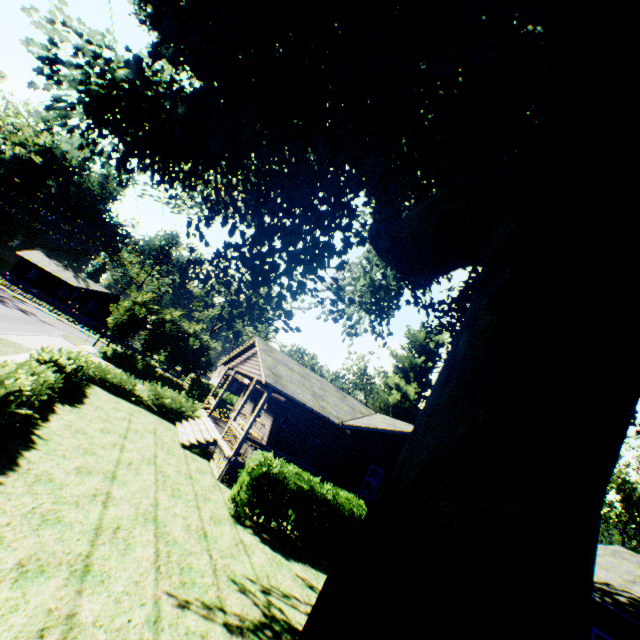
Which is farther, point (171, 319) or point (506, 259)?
point (171, 319)

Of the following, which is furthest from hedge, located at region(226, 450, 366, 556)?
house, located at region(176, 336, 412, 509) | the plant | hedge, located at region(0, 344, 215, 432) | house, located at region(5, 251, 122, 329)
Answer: house, located at region(5, 251, 122, 329)

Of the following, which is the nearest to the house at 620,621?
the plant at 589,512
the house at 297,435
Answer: the plant at 589,512

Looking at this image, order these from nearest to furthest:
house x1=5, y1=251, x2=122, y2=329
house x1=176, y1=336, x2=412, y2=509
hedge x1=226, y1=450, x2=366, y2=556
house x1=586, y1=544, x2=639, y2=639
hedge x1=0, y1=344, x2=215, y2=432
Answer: hedge x1=0, y1=344, x2=215, y2=432
house x1=586, y1=544, x2=639, y2=639
hedge x1=226, y1=450, x2=366, y2=556
house x1=176, y1=336, x2=412, y2=509
house x1=5, y1=251, x2=122, y2=329

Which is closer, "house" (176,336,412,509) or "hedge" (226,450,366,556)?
"hedge" (226,450,366,556)

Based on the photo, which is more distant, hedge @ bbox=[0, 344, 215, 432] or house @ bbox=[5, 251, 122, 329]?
house @ bbox=[5, 251, 122, 329]

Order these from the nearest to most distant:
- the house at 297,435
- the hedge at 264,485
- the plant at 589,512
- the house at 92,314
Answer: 1. the plant at 589,512
2. the hedge at 264,485
3. the house at 297,435
4. the house at 92,314

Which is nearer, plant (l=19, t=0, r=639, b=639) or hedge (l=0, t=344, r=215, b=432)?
plant (l=19, t=0, r=639, b=639)
